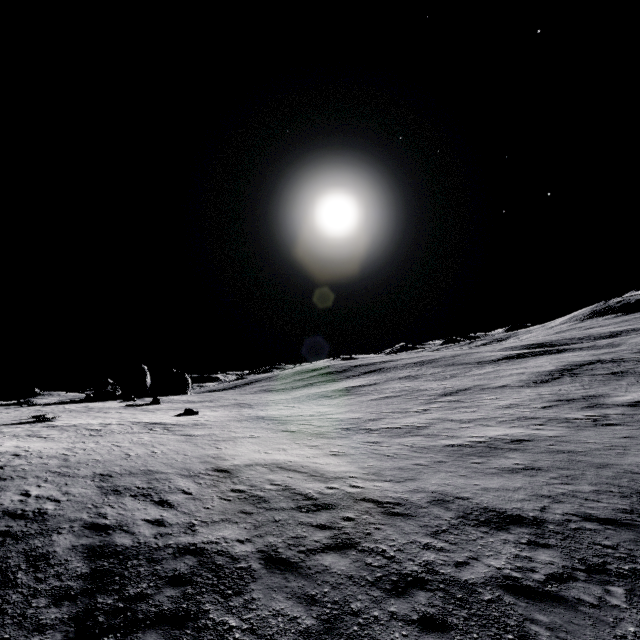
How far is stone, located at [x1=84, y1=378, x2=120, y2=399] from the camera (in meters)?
35.00

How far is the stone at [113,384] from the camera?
35.0m

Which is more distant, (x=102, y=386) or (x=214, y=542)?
(x=102, y=386)
